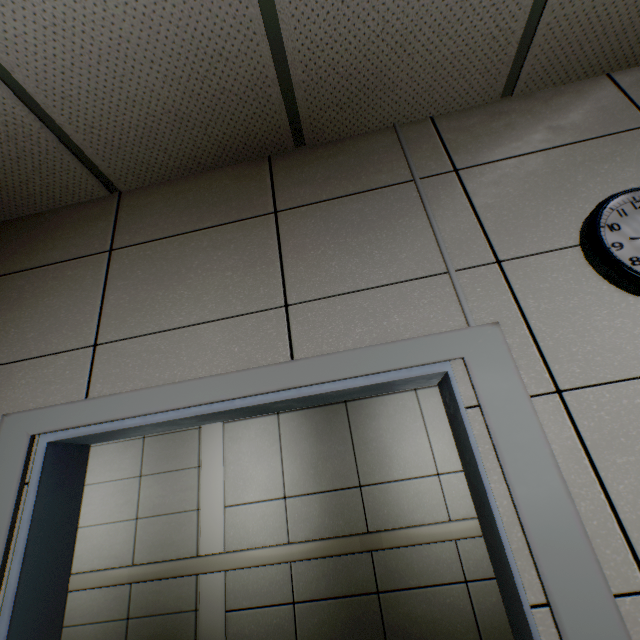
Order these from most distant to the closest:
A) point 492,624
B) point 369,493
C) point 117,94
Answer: point 369,493 → point 492,624 → point 117,94

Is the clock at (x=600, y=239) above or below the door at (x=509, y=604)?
above

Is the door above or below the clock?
below
